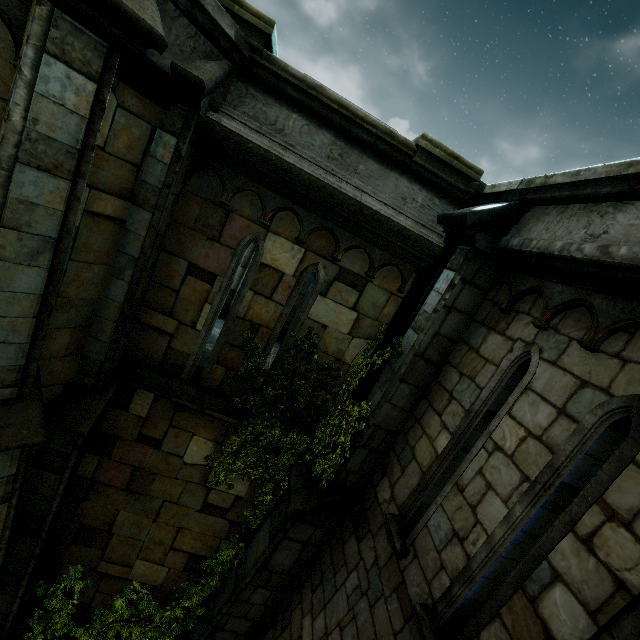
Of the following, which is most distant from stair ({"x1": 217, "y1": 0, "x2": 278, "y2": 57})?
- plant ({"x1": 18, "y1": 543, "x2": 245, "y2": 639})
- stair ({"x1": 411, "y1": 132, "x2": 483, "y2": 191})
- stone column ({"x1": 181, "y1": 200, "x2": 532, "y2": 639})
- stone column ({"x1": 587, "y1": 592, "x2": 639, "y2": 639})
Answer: plant ({"x1": 18, "y1": 543, "x2": 245, "y2": 639})

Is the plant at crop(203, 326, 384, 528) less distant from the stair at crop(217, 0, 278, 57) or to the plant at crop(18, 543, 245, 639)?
the plant at crop(18, 543, 245, 639)

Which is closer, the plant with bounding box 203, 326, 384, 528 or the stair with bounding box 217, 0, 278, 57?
the stair with bounding box 217, 0, 278, 57

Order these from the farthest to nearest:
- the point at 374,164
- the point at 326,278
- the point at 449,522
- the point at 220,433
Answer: the point at 220,433 < the point at 326,278 < the point at 374,164 < the point at 449,522

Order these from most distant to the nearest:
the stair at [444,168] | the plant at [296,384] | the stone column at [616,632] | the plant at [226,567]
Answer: the plant at [226,567] → the plant at [296,384] → the stair at [444,168] → the stone column at [616,632]

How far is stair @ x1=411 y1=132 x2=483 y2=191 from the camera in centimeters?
403cm

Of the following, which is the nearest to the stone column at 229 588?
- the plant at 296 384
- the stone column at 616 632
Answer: the plant at 296 384

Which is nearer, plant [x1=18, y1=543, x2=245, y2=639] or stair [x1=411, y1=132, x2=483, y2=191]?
stair [x1=411, y1=132, x2=483, y2=191]
